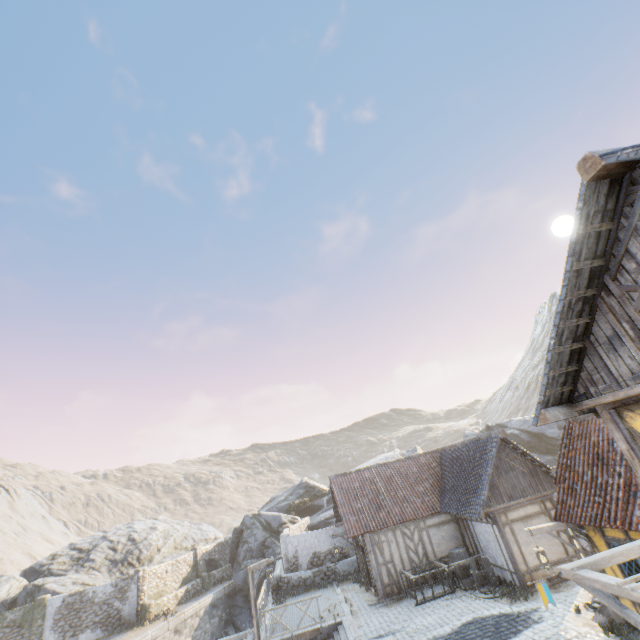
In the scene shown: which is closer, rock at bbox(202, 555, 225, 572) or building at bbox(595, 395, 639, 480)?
building at bbox(595, 395, 639, 480)

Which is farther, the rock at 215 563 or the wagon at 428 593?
the rock at 215 563

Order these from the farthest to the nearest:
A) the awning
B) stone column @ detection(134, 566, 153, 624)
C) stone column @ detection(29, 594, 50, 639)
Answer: stone column @ detection(134, 566, 153, 624) → stone column @ detection(29, 594, 50, 639) → the awning

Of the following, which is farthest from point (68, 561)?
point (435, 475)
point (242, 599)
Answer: point (435, 475)

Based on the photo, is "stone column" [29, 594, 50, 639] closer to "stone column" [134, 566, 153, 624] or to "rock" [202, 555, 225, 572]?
"rock" [202, 555, 225, 572]

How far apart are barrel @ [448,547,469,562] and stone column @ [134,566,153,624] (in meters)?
21.05

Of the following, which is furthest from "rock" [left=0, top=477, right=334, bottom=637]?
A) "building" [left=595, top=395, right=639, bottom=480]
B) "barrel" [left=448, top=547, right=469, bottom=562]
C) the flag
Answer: "barrel" [left=448, top=547, right=469, bottom=562]

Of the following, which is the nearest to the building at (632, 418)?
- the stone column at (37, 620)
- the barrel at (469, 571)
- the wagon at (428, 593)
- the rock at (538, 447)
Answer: the rock at (538, 447)
